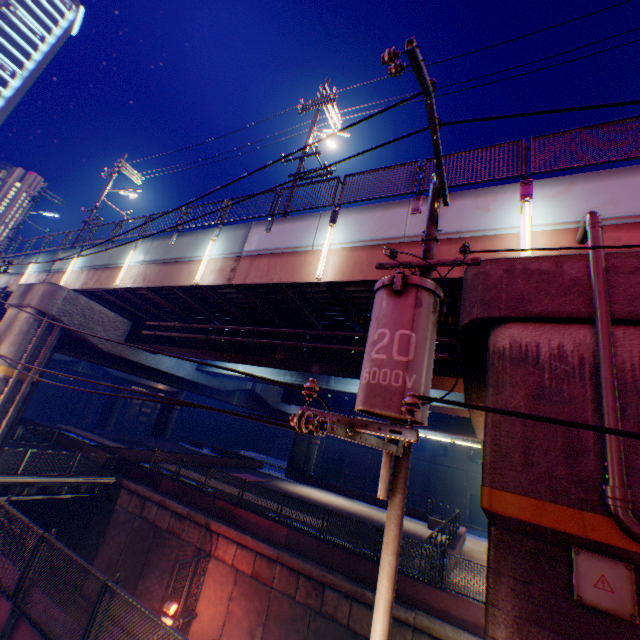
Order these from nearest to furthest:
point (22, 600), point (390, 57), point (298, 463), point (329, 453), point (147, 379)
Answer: point (390, 57), point (22, 600), point (147, 379), point (298, 463), point (329, 453)

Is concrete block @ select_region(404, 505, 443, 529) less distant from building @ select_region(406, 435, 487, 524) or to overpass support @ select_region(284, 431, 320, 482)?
overpass support @ select_region(284, 431, 320, 482)

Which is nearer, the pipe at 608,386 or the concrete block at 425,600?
the pipe at 608,386

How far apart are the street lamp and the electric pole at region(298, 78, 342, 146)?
8.66m

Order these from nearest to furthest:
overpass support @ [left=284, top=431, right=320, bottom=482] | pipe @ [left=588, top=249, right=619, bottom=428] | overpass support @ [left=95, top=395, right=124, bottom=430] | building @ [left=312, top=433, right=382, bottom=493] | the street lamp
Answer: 1. pipe @ [left=588, top=249, right=619, bottom=428]
2. the street lamp
3. overpass support @ [left=284, top=431, right=320, bottom=482]
4. building @ [left=312, top=433, right=382, bottom=493]
5. overpass support @ [left=95, top=395, right=124, bottom=430]

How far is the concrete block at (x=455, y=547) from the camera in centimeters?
1851cm

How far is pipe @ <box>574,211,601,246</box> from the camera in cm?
552

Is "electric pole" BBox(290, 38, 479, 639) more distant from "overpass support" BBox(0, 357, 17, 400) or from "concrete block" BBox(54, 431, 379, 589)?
"concrete block" BBox(54, 431, 379, 589)
